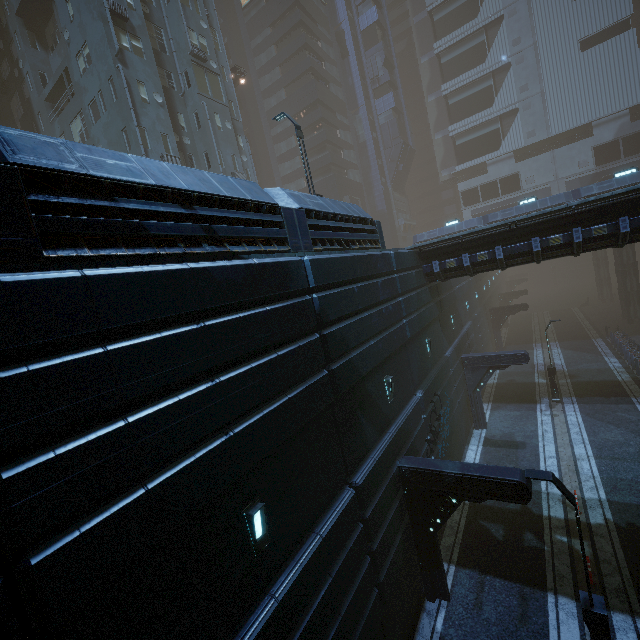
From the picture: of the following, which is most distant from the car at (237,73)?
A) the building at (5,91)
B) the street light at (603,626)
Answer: the street light at (603,626)

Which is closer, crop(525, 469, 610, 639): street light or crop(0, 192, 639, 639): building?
crop(0, 192, 639, 639): building

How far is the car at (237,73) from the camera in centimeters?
3316cm

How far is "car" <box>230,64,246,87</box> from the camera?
33.2 meters

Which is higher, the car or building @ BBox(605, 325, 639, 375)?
the car

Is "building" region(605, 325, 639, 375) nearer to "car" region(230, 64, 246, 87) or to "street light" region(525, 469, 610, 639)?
"street light" region(525, 469, 610, 639)

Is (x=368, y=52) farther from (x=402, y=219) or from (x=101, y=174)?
(x=101, y=174)

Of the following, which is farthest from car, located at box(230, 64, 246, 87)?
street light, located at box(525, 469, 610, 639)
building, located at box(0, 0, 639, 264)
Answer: street light, located at box(525, 469, 610, 639)
